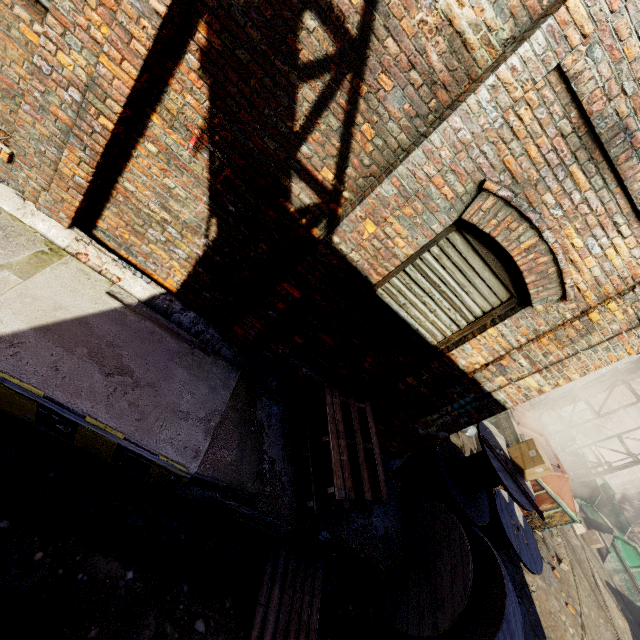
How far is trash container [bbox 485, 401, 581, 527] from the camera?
8.6 meters

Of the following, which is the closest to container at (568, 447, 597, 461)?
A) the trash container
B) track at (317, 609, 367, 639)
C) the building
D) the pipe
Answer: the pipe

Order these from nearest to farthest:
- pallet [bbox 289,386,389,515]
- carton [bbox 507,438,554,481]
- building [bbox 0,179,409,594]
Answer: building [bbox 0,179,409,594], pallet [bbox 289,386,389,515], carton [bbox 507,438,554,481]

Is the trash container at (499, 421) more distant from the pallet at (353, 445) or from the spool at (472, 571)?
the pallet at (353, 445)

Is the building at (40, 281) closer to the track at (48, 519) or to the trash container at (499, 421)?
the track at (48, 519)

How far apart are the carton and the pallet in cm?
354

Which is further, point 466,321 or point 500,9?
point 466,321

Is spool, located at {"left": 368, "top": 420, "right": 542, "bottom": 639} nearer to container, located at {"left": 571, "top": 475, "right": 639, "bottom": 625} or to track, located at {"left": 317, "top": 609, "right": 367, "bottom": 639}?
track, located at {"left": 317, "top": 609, "right": 367, "bottom": 639}
